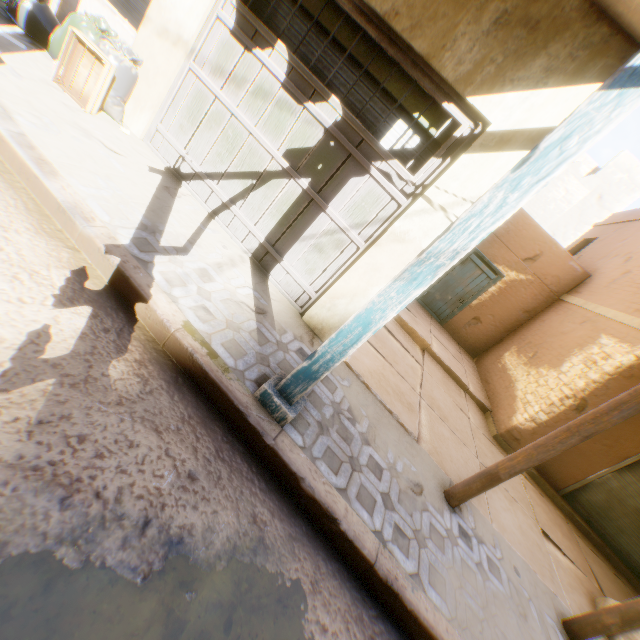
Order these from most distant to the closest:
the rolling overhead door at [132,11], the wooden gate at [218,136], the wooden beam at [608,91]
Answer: the rolling overhead door at [132,11] < the wooden gate at [218,136] < the wooden beam at [608,91]

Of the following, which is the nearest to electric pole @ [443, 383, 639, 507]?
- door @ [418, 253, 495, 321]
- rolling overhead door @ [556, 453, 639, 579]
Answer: rolling overhead door @ [556, 453, 639, 579]

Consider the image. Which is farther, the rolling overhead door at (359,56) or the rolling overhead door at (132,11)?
the rolling overhead door at (132,11)

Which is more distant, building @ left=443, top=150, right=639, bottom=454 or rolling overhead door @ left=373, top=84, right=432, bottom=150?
building @ left=443, top=150, right=639, bottom=454

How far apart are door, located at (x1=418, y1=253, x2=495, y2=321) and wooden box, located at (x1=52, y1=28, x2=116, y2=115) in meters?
9.8 m

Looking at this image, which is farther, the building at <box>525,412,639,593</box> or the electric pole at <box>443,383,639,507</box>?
the building at <box>525,412,639,593</box>

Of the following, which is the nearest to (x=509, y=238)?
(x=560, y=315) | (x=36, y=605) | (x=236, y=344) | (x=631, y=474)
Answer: (x=560, y=315)

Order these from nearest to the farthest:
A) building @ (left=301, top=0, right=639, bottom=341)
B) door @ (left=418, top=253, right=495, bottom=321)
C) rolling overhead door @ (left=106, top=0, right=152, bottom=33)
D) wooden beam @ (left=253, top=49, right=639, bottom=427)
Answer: wooden beam @ (left=253, top=49, right=639, bottom=427)
building @ (left=301, top=0, right=639, bottom=341)
rolling overhead door @ (left=106, top=0, right=152, bottom=33)
door @ (left=418, top=253, right=495, bottom=321)
